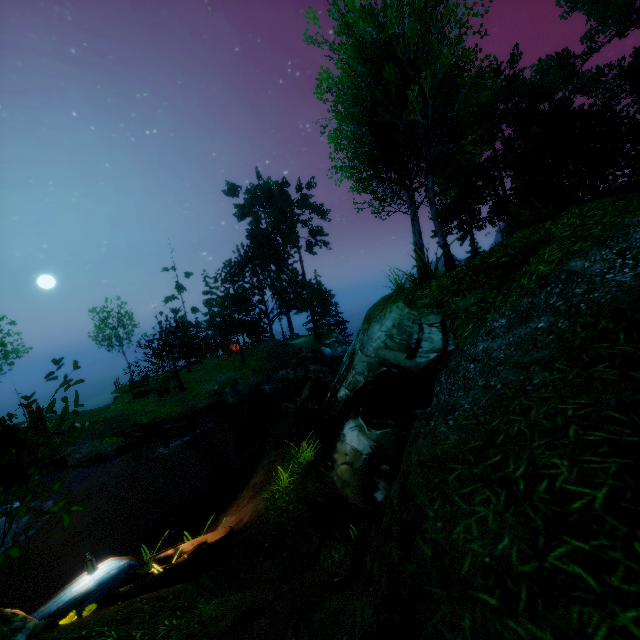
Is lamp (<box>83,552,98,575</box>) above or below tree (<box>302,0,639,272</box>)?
below

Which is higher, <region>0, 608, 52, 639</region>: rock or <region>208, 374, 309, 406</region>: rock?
<region>0, 608, 52, 639</region>: rock

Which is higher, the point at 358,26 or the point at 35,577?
the point at 358,26

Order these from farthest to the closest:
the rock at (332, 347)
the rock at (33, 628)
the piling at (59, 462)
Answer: the rock at (332, 347) < the piling at (59, 462) < the rock at (33, 628)

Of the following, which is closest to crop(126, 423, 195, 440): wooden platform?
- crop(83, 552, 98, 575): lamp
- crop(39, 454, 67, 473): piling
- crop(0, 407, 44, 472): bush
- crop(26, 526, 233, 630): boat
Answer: crop(39, 454, 67, 473): piling

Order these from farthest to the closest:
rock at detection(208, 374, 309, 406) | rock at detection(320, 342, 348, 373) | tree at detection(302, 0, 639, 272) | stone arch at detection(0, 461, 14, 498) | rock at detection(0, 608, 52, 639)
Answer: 1. rock at detection(320, 342, 348, 373)
2. rock at detection(208, 374, 309, 406)
3. stone arch at detection(0, 461, 14, 498)
4. tree at detection(302, 0, 639, 272)
5. rock at detection(0, 608, 52, 639)

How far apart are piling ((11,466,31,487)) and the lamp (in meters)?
14.74

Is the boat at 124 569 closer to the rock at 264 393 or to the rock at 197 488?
the rock at 197 488
